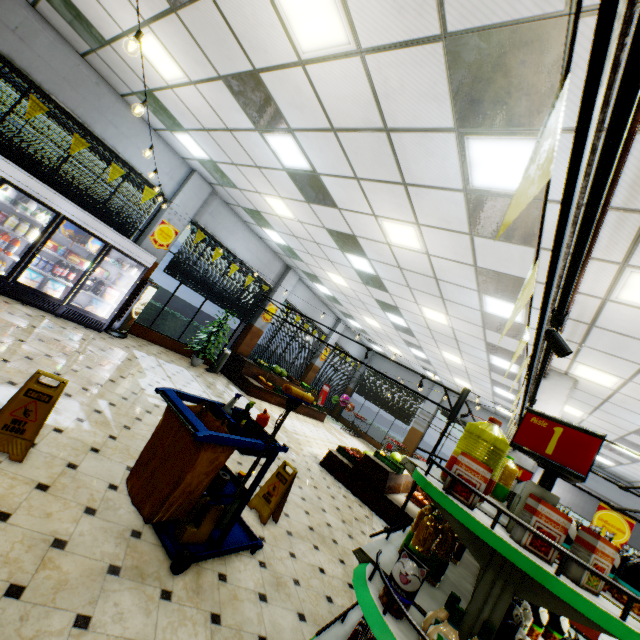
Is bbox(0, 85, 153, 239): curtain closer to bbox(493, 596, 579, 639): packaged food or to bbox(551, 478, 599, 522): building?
bbox(551, 478, 599, 522): building

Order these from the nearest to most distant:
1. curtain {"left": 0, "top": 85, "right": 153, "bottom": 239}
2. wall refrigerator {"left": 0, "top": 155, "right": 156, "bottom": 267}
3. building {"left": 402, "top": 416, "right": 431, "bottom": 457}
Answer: wall refrigerator {"left": 0, "top": 155, "right": 156, "bottom": 267} < curtain {"left": 0, "top": 85, "right": 153, "bottom": 239} < building {"left": 402, "top": 416, "right": 431, "bottom": 457}

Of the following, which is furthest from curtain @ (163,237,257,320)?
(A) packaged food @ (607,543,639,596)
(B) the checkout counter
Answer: (B) the checkout counter

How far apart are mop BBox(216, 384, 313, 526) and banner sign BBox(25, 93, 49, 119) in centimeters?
799cm

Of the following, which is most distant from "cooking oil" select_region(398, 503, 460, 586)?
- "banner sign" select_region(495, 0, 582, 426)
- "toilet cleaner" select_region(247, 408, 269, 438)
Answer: "toilet cleaner" select_region(247, 408, 269, 438)

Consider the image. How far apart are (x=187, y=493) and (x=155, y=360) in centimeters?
680cm

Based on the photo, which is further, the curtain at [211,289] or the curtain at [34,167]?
the curtain at [211,289]

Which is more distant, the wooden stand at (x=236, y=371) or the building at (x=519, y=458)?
the wooden stand at (x=236, y=371)
